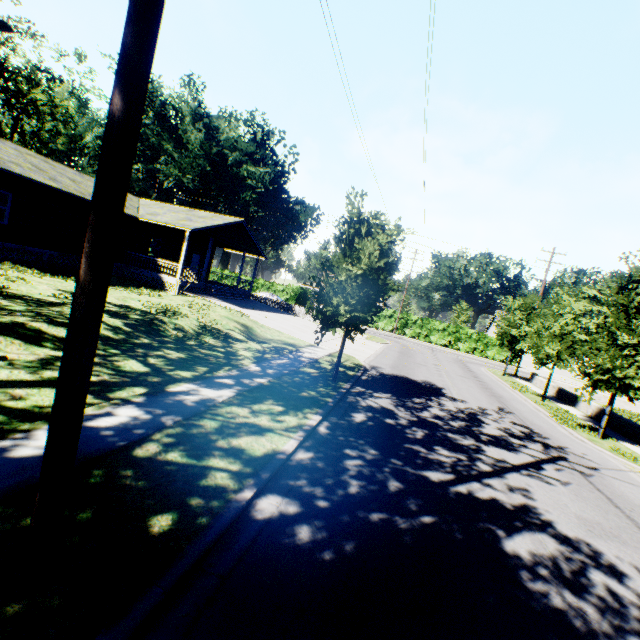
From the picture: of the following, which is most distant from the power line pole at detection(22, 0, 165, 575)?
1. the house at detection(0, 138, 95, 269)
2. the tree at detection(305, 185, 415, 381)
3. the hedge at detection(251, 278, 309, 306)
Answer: the hedge at detection(251, 278, 309, 306)

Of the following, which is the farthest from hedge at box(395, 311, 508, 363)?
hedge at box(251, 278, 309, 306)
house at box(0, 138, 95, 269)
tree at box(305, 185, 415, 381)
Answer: tree at box(305, 185, 415, 381)

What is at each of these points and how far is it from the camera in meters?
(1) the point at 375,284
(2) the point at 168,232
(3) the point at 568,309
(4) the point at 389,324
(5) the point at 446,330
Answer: (1) tree, 12.1 m
(2) house, 26.1 m
(3) tree, 17.9 m
(4) hedge, 46.2 m
(5) hedge, 44.0 m

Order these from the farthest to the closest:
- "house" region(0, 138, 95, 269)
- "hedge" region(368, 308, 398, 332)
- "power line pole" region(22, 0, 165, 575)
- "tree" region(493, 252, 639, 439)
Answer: "hedge" region(368, 308, 398, 332)
"house" region(0, 138, 95, 269)
"tree" region(493, 252, 639, 439)
"power line pole" region(22, 0, 165, 575)

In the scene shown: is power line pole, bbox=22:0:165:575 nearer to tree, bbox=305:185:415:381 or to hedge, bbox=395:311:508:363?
tree, bbox=305:185:415:381

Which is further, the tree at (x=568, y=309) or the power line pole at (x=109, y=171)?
the tree at (x=568, y=309)

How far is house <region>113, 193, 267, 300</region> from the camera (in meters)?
21.94

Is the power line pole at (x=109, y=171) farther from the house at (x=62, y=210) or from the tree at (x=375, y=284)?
the house at (x=62, y=210)
